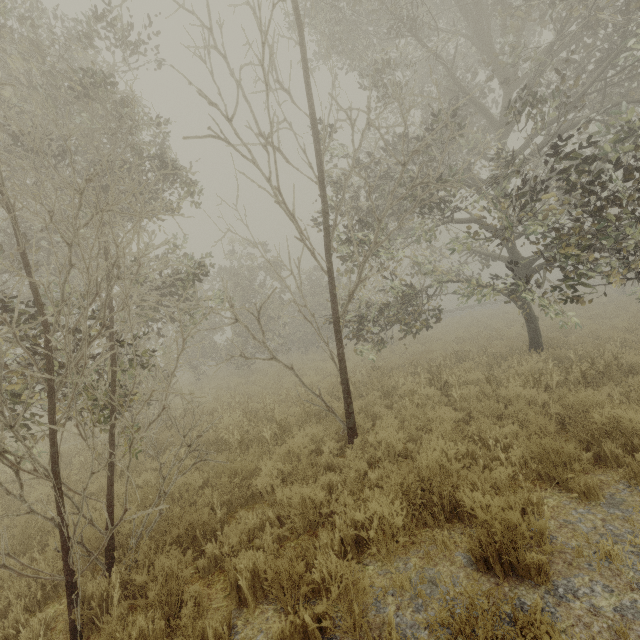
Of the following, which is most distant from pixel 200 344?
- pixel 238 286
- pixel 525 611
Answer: pixel 525 611

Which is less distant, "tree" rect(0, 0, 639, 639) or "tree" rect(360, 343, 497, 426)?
"tree" rect(0, 0, 639, 639)

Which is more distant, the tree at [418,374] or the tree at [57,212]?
the tree at [418,374]

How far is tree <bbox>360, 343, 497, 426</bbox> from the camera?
7.36m

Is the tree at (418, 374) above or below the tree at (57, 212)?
below

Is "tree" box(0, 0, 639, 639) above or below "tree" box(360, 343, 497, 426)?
above
